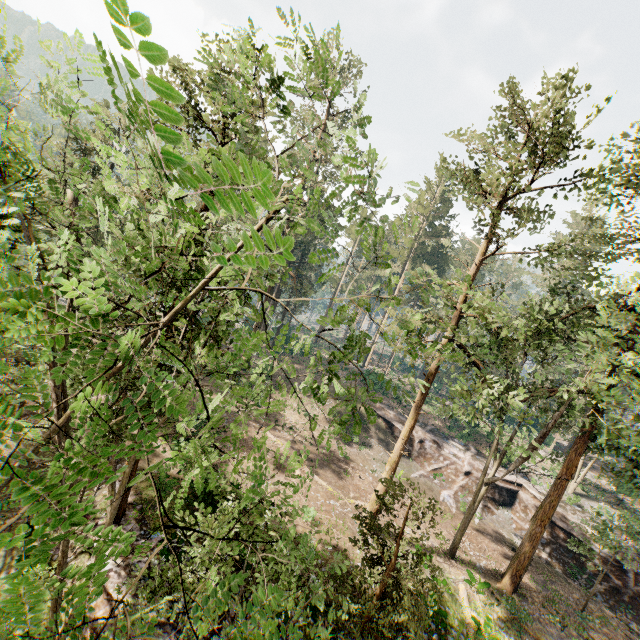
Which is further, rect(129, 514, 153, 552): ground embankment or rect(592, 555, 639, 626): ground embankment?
rect(592, 555, 639, 626): ground embankment

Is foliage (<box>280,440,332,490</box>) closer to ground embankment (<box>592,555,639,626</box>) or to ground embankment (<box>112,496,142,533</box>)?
ground embankment (<box>112,496,142,533</box>)

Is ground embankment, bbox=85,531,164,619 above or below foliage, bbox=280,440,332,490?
below

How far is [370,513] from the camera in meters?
12.8

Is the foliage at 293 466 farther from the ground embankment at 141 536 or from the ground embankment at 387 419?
the ground embankment at 387 419

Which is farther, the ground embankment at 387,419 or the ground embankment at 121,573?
the ground embankment at 387,419

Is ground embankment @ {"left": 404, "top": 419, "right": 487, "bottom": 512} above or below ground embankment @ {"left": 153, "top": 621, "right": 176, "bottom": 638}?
above
